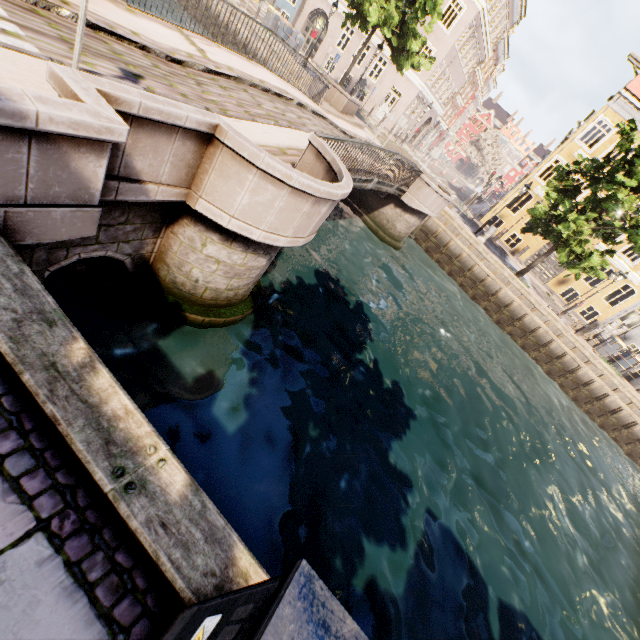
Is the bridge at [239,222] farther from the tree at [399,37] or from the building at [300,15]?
the building at [300,15]

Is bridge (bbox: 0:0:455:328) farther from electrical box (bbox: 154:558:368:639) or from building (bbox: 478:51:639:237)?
building (bbox: 478:51:639:237)

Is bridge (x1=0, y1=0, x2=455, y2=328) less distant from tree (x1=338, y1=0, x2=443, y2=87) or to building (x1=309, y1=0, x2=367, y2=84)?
tree (x1=338, y1=0, x2=443, y2=87)

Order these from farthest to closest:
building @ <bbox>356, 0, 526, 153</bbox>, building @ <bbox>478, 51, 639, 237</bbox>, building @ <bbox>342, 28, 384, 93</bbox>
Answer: building @ <bbox>342, 28, 384, 93</bbox> → building @ <bbox>356, 0, 526, 153</bbox> → building @ <bbox>478, 51, 639, 237</bbox>

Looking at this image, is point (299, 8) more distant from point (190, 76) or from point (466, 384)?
point (466, 384)

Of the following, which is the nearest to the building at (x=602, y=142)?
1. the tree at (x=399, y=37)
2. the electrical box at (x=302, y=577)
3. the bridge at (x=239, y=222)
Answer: the tree at (x=399, y=37)

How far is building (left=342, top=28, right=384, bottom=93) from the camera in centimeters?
2595cm
